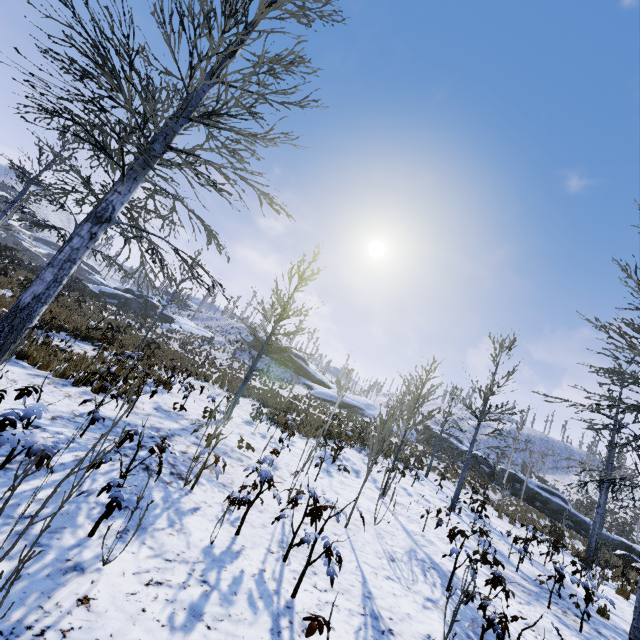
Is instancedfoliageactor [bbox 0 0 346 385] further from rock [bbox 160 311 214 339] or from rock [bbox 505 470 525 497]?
rock [bbox 160 311 214 339]

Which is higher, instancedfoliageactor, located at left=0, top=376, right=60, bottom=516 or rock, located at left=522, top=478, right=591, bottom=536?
rock, located at left=522, top=478, right=591, bottom=536

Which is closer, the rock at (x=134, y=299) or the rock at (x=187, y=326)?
the rock at (x=134, y=299)

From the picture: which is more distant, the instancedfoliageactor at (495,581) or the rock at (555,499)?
the rock at (555,499)

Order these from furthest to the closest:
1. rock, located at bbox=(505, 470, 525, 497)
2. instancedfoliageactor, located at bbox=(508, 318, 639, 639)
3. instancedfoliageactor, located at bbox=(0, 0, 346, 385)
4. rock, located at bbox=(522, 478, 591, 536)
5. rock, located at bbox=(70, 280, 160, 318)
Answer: rock, located at bbox=(70, 280, 160, 318) → rock, located at bbox=(505, 470, 525, 497) → rock, located at bbox=(522, 478, 591, 536) → instancedfoliageactor, located at bbox=(508, 318, 639, 639) → instancedfoliageactor, located at bbox=(0, 0, 346, 385)

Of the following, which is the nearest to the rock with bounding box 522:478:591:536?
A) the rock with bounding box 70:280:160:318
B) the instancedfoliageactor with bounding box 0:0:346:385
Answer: the instancedfoliageactor with bounding box 0:0:346:385

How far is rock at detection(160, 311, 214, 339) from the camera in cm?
4062

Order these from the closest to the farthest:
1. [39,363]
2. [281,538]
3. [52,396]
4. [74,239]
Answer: [281,538], [74,239], [52,396], [39,363]
